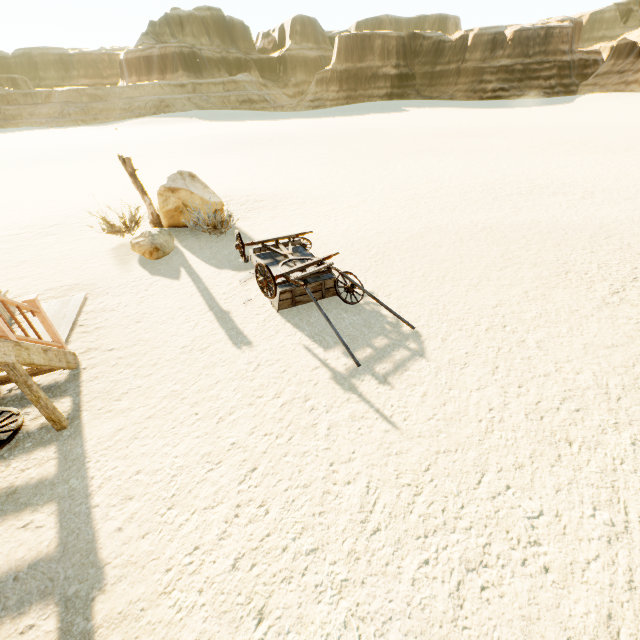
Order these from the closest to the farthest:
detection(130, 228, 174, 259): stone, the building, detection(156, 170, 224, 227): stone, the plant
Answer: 1. the building
2. detection(130, 228, 174, 259): stone
3. the plant
4. detection(156, 170, 224, 227): stone

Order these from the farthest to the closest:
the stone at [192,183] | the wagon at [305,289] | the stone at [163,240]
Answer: the stone at [192,183] < the stone at [163,240] < the wagon at [305,289]

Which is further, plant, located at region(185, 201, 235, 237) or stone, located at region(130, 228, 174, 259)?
plant, located at region(185, 201, 235, 237)

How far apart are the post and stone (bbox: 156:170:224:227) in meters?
0.3 m

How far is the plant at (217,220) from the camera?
9.2m

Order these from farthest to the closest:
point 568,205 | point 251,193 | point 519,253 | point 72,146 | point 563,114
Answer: point 563,114 < point 72,146 < point 251,193 < point 568,205 < point 519,253

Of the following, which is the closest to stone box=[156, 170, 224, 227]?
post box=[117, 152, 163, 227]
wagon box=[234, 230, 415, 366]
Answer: post box=[117, 152, 163, 227]

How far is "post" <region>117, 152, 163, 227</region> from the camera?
8.9m
